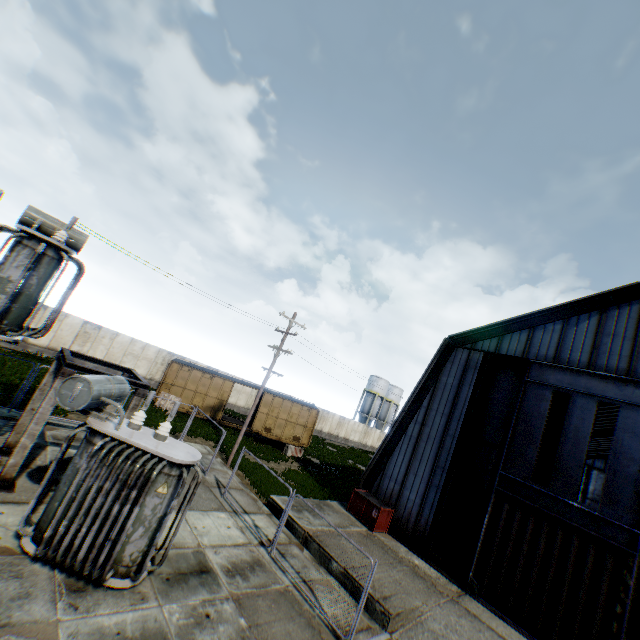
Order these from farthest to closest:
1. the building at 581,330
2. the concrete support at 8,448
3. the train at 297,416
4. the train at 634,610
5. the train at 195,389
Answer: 1. the train at 297,416
2. the train at 195,389
3. the train at 634,610
4. the building at 581,330
5. the concrete support at 8,448

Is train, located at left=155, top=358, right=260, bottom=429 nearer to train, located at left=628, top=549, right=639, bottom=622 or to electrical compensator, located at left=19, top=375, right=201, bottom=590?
electrical compensator, located at left=19, top=375, right=201, bottom=590

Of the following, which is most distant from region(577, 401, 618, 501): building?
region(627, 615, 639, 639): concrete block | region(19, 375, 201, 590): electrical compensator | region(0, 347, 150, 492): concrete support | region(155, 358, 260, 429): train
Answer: region(0, 347, 150, 492): concrete support

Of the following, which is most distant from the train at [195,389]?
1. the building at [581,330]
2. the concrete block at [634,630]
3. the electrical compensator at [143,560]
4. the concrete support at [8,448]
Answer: the concrete block at [634,630]

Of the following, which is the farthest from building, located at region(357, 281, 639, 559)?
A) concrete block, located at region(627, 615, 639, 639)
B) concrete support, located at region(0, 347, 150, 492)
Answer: concrete support, located at region(0, 347, 150, 492)

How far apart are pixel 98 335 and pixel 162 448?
22.95m

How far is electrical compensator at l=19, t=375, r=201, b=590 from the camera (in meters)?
6.86

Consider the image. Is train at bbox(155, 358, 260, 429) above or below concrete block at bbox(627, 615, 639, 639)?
above
